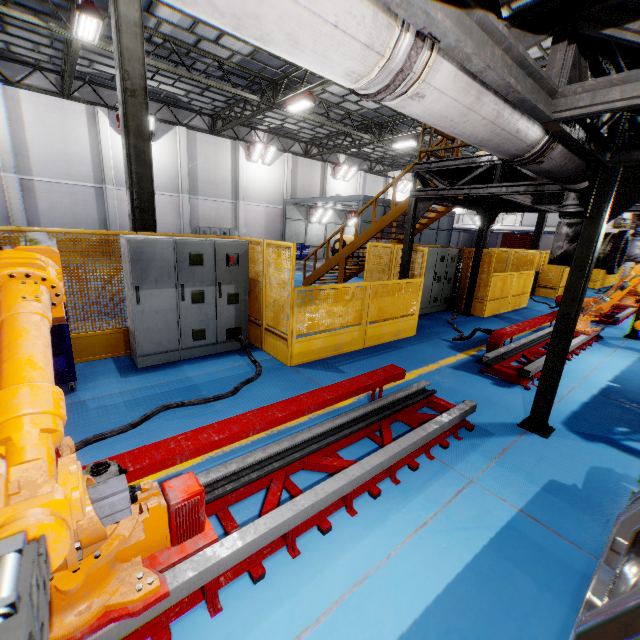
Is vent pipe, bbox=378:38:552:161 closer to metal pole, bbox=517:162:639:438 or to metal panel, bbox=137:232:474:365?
metal pole, bbox=517:162:639:438

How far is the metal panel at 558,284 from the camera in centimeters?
1085cm

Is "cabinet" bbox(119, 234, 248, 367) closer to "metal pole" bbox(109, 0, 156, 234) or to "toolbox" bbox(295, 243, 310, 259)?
"metal pole" bbox(109, 0, 156, 234)

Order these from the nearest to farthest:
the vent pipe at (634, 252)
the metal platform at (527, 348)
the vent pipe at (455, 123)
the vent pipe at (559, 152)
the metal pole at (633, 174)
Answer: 1. the vent pipe at (455, 123)
2. the vent pipe at (559, 152)
3. the metal pole at (633, 174)
4. the metal platform at (527, 348)
5. the vent pipe at (634, 252)

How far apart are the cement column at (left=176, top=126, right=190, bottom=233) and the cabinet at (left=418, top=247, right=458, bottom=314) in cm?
1621

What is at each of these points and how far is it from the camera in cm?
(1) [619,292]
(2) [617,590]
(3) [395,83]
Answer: (1) robot arm, 757
(2) chassis, 196
(3) vent pipe clamp, 165

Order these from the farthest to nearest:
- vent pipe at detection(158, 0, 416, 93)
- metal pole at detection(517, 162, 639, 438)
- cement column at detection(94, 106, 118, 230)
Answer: cement column at detection(94, 106, 118, 230) → metal pole at detection(517, 162, 639, 438) → vent pipe at detection(158, 0, 416, 93)

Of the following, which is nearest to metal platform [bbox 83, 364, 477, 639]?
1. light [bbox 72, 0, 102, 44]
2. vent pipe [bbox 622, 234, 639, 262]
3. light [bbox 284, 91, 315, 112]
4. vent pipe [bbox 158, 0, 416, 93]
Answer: vent pipe [bbox 158, 0, 416, 93]
